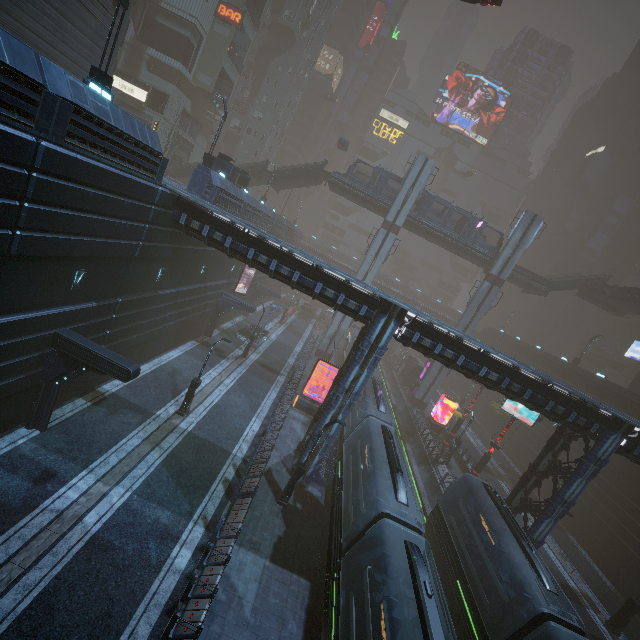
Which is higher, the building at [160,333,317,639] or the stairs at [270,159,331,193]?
the stairs at [270,159,331,193]

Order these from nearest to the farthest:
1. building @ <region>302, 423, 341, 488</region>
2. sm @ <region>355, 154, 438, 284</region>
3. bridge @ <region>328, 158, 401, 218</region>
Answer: building @ <region>302, 423, 341, 488</region> → sm @ <region>355, 154, 438, 284</region> → bridge @ <region>328, 158, 401, 218</region>

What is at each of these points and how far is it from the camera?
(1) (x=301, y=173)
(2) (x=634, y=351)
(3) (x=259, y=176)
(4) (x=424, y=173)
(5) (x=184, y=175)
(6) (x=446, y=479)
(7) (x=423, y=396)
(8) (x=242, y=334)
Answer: (1) stairs, 39.7m
(2) sign, 48.2m
(3) stairs, 39.3m
(4) sm, 37.0m
(5) stairs, 40.9m
(6) building, 26.9m
(7) sm, 41.8m
(8) car, 34.9m

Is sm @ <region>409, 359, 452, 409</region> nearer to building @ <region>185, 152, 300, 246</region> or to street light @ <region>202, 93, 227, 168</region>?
building @ <region>185, 152, 300, 246</region>

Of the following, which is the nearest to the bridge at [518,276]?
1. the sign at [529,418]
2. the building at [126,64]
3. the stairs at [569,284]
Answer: the stairs at [569,284]

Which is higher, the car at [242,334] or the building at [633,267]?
the building at [633,267]

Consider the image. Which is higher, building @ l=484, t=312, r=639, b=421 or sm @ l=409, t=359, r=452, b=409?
building @ l=484, t=312, r=639, b=421

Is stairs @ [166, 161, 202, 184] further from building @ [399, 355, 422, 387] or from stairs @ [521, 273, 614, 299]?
stairs @ [521, 273, 614, 299]
